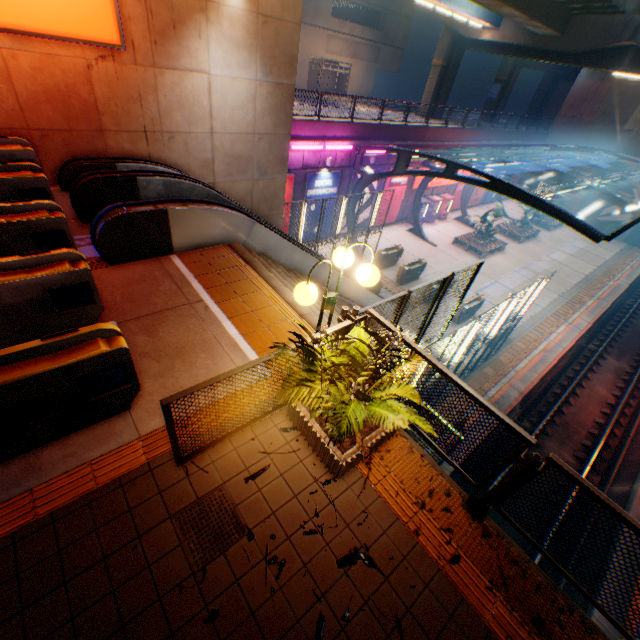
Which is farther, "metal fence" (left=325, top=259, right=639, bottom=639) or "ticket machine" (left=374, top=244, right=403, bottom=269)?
"ticket machine" (left=374, top=244, right=403, bottom=269)

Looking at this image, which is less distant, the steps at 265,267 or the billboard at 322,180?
the steps at 265,267

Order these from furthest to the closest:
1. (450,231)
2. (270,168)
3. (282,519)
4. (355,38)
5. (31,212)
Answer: (355,38), (450,231), (270,168), (31,212), (282,519)

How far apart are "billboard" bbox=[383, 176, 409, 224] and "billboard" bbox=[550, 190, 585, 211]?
22.7m

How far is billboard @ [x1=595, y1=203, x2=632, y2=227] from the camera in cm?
3198

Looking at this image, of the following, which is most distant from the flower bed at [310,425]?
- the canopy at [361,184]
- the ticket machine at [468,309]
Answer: the ticket machine at [468,309]

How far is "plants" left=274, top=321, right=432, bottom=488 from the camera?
3.2 meters

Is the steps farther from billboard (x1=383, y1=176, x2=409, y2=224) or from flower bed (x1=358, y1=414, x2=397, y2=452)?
billboard (x1=383, y1=176, x2=409, y2=224)
